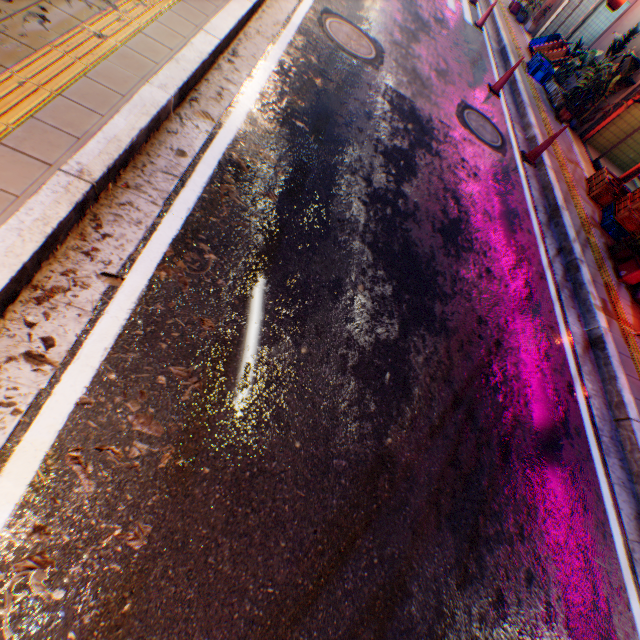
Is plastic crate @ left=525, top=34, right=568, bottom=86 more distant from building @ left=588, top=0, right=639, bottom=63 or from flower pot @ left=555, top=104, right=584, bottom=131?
flower pot @ left=555, top=104, right=584, bottom=131

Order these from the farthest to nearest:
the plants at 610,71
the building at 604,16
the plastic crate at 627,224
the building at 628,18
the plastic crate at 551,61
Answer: the building at 604,16
the plastic crate at 551,61
the building at 628,18
the plants at 610,71
the plastic crate at 627,224

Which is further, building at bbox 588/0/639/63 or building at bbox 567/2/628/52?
building at bbox 567/2/628/52

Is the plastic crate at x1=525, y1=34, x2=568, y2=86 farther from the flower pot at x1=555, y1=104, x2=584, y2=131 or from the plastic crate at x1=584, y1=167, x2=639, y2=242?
the plastic crate at x1=584, y1=167, x2=639, y2=242

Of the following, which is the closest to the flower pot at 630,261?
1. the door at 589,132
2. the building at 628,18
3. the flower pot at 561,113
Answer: the building at 628,18

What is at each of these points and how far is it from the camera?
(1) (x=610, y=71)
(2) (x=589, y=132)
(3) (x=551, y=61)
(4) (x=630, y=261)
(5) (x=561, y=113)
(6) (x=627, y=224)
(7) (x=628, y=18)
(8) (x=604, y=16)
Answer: (1) plants, 8.3 meters
(2) door, 9.0 meters
(3) plastic crate, 10.5 meters
(4) flower pot, 5.7 meters
(5) flower pot, 8.9 meters
(6) plastic crate, 6.4 meters
(7) building, 9.0 meters
(8) building, 12.4 meters

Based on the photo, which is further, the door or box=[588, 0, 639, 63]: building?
box=[588, 0, 639, 63]: building

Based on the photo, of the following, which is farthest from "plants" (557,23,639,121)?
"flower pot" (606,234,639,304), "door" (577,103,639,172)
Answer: "flower pot" (606,234,639,304)
